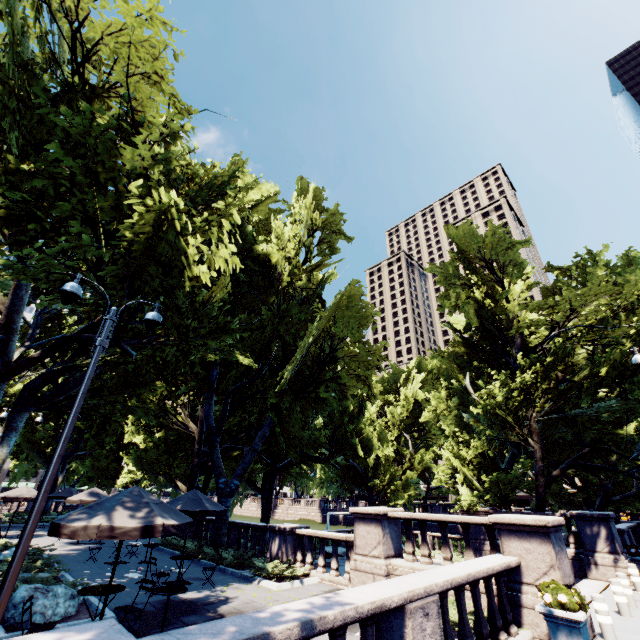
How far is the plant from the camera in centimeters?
657cm

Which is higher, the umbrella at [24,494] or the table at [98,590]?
the umbrella at [24,494]

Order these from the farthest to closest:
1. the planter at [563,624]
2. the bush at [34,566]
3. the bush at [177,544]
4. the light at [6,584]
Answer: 1. the bush at [177,544]
2. the bush at [34,566]
3. the planter at [563,624]
4. the light at [6,584]

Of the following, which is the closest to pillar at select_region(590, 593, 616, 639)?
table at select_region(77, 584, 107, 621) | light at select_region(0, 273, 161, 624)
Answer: light at select_region(0, 273, 161, 624)

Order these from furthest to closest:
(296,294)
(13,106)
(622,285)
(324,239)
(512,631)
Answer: (324,239) < (296,294) < (622,285) < (13,106) < (512,631)

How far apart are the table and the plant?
9.1m

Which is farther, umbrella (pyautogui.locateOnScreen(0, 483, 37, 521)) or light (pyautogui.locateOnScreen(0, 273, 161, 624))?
umbrella (pyautogui.locateOnScreen(0, 483, 37, 521))

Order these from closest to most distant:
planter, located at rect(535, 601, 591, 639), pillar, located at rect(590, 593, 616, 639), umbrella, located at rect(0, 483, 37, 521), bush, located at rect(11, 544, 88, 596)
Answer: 1. planter, located at rect(535, 601, 591, 639)
2. pillar, located at rect(590, 593, 616, 639)
3. bush, located at rect(11, 544, 88, 596)
4. umbrella, located at rect(0, 483, 37, 521)
